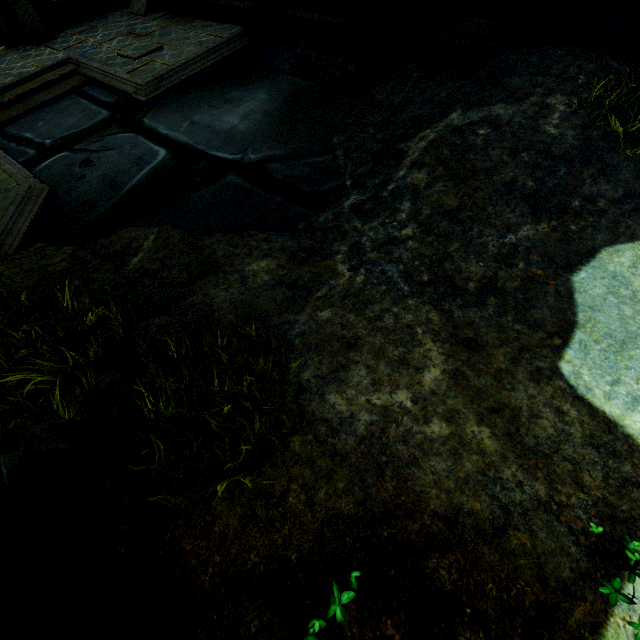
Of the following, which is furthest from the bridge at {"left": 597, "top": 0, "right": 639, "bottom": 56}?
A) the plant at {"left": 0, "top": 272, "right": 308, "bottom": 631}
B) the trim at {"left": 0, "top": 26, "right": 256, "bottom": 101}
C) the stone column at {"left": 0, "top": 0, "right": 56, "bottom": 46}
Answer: the stone column at {"left": 0, "top": 0, "right": 56, "bottom": 46}

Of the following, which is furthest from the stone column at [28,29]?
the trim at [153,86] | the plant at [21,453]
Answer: the plant at [21,453]

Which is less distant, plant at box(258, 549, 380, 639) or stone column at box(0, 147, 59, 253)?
plant at box(258, 549, 380, 639)

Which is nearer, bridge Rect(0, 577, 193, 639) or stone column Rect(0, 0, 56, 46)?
bridge Rect(0, 577, 193, 639)

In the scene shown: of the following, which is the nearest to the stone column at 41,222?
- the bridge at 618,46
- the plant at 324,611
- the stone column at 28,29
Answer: the stone column at 28,29

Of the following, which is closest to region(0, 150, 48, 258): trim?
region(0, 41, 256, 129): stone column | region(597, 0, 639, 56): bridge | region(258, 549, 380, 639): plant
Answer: region(0, 41, 256, 129): stone column

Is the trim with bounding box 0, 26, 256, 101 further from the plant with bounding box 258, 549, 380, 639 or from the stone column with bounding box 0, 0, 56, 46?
the plant with bounding box 258, 549, 380, 639

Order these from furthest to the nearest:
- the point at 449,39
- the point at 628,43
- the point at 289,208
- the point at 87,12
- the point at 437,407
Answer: the point at 87,12 → the point at 449,39 → the point at 289,208 → the point at 628,43 → the point at 437,407
